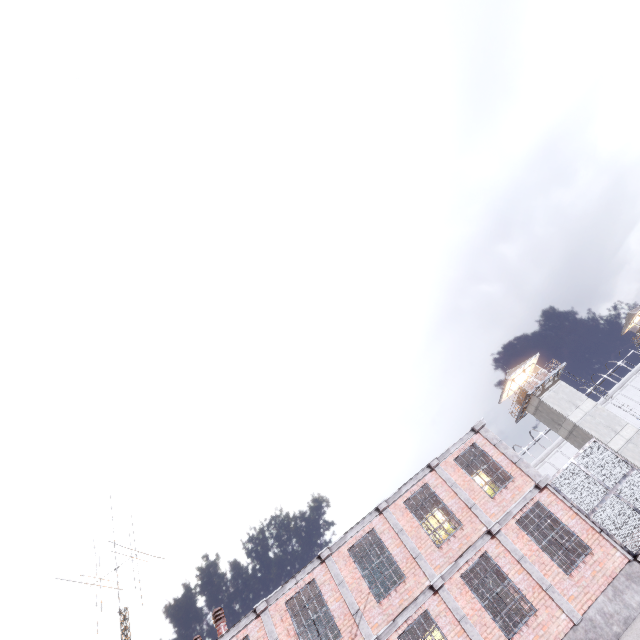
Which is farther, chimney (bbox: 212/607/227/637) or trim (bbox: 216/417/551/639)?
chimney (bbox: 212/607/227/637)

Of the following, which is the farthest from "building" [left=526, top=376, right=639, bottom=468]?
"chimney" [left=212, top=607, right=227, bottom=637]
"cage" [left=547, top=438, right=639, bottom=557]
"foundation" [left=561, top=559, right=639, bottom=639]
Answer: "chimney" [left=212, top=607, right=227, bottom=637]

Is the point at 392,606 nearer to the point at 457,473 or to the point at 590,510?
the point at 457,473

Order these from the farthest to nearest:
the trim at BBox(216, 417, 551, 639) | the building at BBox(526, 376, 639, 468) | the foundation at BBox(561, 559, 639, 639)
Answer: the building at BBox(526, 376, 639, 468), the trim at BBox(216, 417, 551, 639), the foundation at BBox(561, 559, 639, 639)

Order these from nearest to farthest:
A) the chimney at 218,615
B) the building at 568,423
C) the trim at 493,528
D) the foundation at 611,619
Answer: the foundation at 611,619 → the trim at 493,528 → the chimney at 218,615 → the building at 568,423

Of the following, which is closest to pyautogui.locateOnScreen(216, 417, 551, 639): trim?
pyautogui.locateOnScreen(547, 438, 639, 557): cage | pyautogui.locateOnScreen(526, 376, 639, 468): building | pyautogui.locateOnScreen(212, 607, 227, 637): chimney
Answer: pyautogui.locateOnScreen(547, 438, 639, 557): cage

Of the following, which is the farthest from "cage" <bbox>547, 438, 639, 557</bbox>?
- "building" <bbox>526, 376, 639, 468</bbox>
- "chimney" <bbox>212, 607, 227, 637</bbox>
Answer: "building" <bbox>526, 376, 639, 468</bbox>

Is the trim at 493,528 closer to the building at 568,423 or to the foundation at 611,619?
the foundation at 611,619
